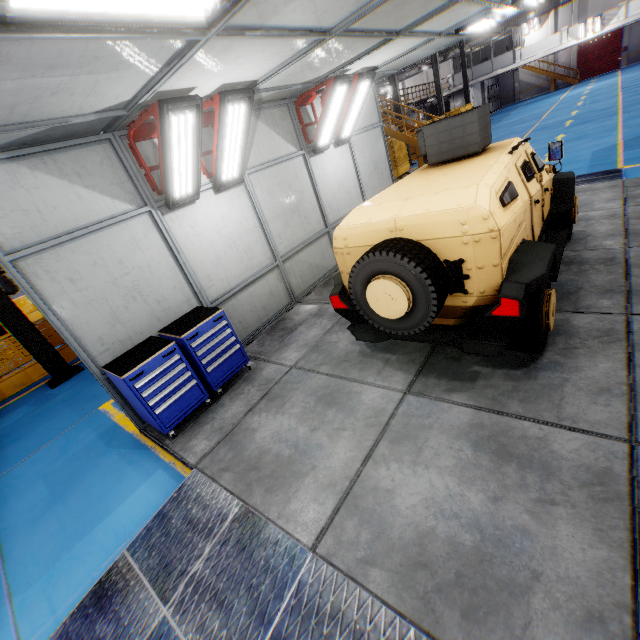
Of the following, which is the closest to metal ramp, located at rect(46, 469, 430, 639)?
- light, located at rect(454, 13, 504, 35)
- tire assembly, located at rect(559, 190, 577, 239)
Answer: tire assembly, located at rect(559, 190, 577, 239)

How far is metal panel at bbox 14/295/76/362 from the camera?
9.4m

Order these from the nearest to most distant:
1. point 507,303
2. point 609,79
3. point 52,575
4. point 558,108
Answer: point 507,303
point 52,575
point 558,108
point 609,79

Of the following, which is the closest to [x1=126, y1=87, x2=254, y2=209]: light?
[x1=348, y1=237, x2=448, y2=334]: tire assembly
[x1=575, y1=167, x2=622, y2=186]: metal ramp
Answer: [x1=348, y1=237, x2=448, y2=334]: tire assembly

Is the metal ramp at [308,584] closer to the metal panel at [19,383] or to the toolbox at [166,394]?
the toolbox at [166,394]

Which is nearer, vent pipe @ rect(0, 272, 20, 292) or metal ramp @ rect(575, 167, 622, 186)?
metal ramp @ rect(575, 167, 622, 186)

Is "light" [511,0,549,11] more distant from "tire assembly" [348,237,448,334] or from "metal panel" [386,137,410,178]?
"metal panel" [386,137,410,178]

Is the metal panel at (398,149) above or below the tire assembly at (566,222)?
above
